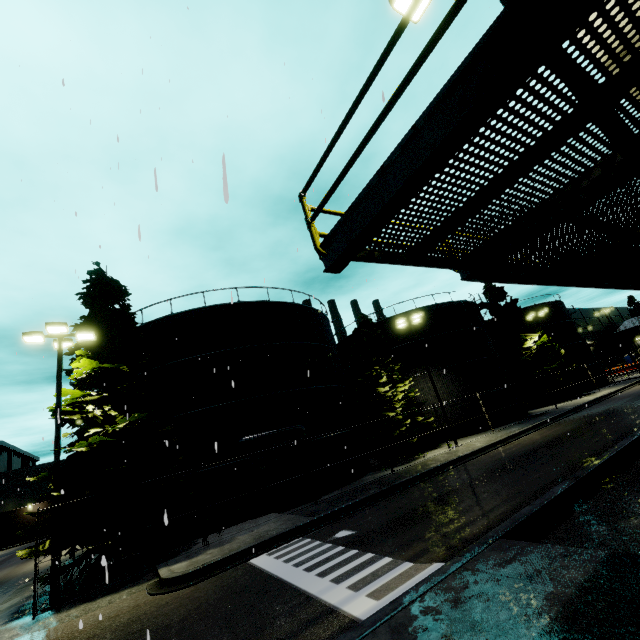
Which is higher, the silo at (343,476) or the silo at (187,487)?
the silo at (187,487)

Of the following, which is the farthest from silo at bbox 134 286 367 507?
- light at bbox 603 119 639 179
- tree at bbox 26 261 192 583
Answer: light at bbox 603 119 639 179

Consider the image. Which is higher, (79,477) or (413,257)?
(413,257)

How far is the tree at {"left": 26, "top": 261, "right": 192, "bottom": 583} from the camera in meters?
12.5

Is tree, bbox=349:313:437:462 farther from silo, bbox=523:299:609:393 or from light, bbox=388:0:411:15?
light, bbox=388:0:411:15

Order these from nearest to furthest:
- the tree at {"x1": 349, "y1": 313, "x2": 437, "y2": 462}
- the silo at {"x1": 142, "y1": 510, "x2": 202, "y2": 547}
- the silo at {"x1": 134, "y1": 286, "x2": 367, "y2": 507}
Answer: the silo at {"x1": 142, "y1": 510, "x2": 202, "y2": 547}, the silo at {"x1": 134, "y1": 286, "x2": 367, "y2": 507}, the tree at {"x1": 349, "y1": 313, "x2": 437, "y2": 462}

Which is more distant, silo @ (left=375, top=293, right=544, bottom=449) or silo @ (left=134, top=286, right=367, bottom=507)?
silo @ (left=375, top=293, right=544, bottom=449)

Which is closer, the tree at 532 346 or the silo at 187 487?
the silo at 187 487
